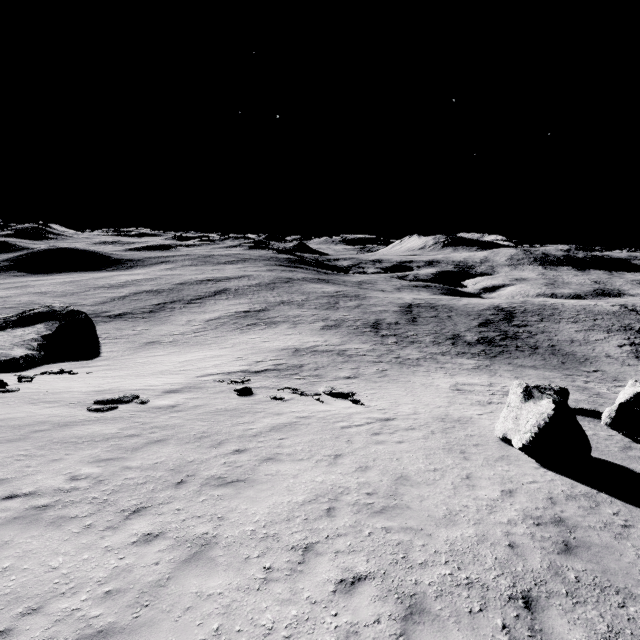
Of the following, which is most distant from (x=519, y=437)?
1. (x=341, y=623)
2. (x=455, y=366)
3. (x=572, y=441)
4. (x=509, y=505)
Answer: (x=455, y=366)

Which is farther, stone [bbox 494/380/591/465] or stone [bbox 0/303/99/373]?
stone [bbox 0/303/99/373]

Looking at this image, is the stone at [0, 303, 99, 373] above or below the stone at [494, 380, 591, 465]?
below

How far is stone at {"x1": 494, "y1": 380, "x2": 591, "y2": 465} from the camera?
10.8 meters

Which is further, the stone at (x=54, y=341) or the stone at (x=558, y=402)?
the stone at (x=54, y=341)

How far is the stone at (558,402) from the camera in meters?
10.8 m
